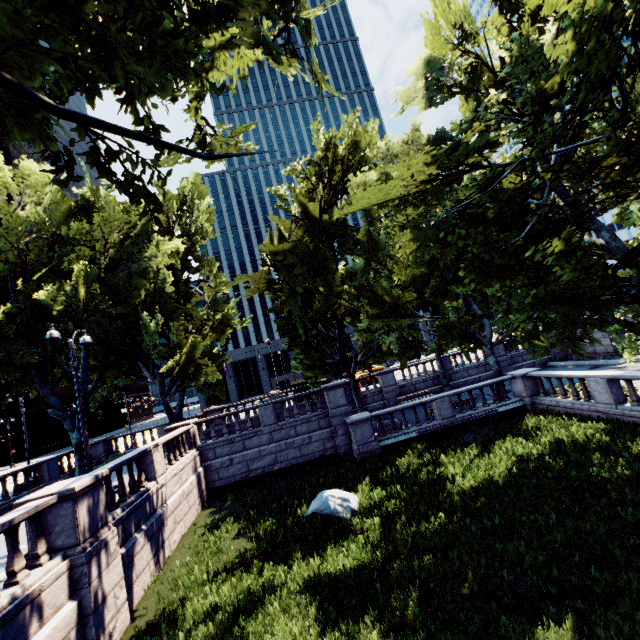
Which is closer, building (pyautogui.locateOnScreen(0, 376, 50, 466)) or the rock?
the rock

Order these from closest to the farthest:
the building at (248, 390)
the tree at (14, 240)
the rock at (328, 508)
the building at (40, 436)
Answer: the tree at (14, 240), the rock at (328, 508), the building at (40, 436), the building at (248, 390)

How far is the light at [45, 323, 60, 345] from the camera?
11.5 meters

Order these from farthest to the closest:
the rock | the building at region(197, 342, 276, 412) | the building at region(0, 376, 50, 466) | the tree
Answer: the building at region(197, 342, 276, 412) < the building at region(0, 376, 50, 466) < the rock < the tree

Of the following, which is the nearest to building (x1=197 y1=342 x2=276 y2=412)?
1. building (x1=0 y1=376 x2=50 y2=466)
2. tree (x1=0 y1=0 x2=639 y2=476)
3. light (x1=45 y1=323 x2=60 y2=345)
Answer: tree (x1=0 y1=0 x2=639 y2=476)

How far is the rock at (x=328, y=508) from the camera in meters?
11.5

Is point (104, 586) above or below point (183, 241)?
below
